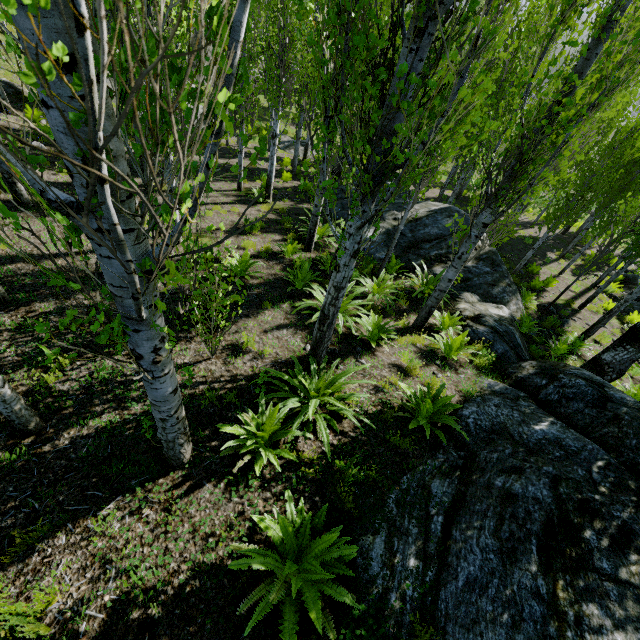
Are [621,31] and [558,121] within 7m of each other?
yes

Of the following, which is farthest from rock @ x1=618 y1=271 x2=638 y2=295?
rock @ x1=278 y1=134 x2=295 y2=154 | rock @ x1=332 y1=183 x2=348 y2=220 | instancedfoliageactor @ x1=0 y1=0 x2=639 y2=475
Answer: rock @ x1=278 y1=134 x2=295 y2=154

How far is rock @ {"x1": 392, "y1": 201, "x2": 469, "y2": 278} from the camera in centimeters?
1096cm

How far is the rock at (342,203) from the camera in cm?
1286

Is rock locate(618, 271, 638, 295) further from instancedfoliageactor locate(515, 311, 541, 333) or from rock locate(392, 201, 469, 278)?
rock locate(392, 201, 469, 278)

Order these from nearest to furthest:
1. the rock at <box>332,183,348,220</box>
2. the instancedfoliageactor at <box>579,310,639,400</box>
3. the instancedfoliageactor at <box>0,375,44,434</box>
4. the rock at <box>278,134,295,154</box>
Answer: the instancedfoliageactor at <box>0,375,44,434</box>, the instancedfoliageactor at <box>579,310,639,400</box>, the rock at <box>332,183,348,220</box>, the rock at <box>278,134,295,154</box>

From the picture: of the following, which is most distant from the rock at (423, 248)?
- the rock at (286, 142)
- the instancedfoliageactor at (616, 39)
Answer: the rock at (286, 142)
